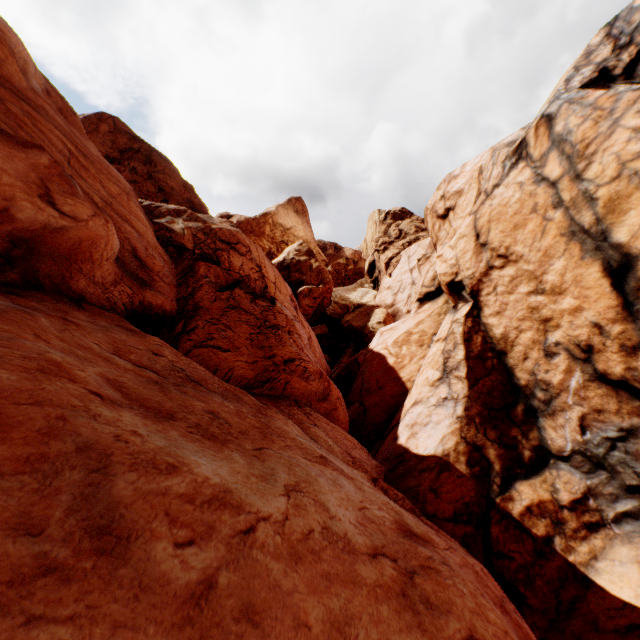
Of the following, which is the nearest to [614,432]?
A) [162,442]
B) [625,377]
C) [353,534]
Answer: [625,377]
